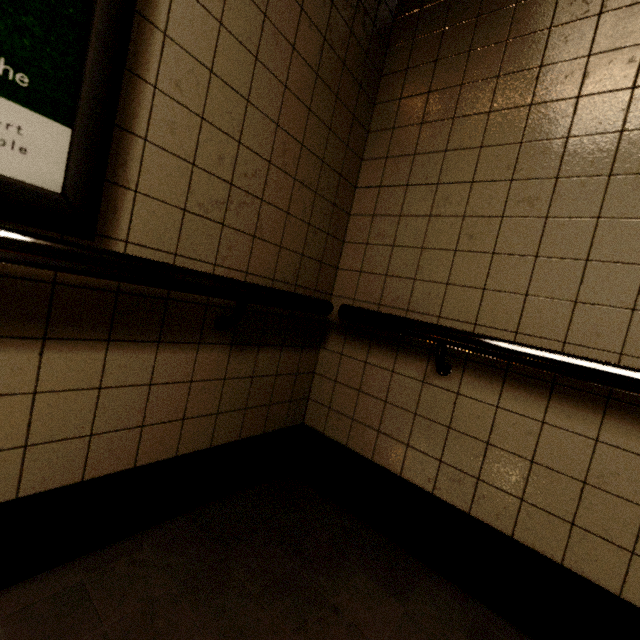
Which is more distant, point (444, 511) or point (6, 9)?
point (444, 511)
